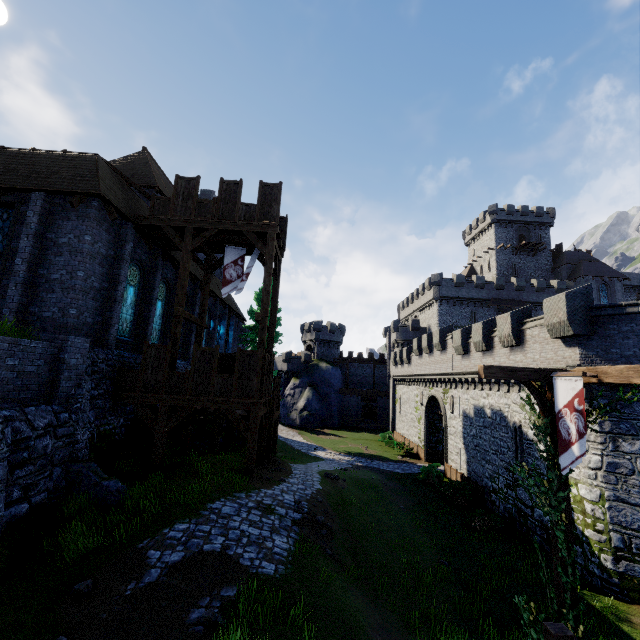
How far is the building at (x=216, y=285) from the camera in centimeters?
2792cm

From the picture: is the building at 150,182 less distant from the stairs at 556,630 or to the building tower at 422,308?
the stairs at 556,630

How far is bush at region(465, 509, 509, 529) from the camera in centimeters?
1673cm

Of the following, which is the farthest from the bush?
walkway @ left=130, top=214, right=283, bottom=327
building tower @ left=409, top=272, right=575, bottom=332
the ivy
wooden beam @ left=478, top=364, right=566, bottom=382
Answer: building tower @ left=409, top=272, right=575, bottom=332

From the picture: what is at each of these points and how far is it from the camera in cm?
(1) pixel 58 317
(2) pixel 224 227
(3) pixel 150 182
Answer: (1) building, 1214
(2) walkway, 1491
(3) building, 2278

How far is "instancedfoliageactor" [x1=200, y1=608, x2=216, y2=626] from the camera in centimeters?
601cm

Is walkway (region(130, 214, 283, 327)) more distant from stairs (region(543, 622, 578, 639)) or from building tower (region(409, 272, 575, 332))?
Result: building tower (region(409, 272, 575, 332))

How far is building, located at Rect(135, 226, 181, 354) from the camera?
16.7m
